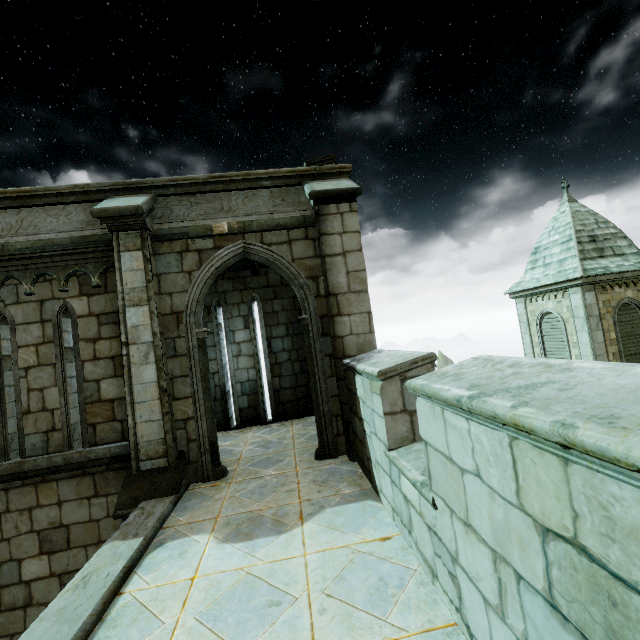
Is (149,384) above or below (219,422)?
above
